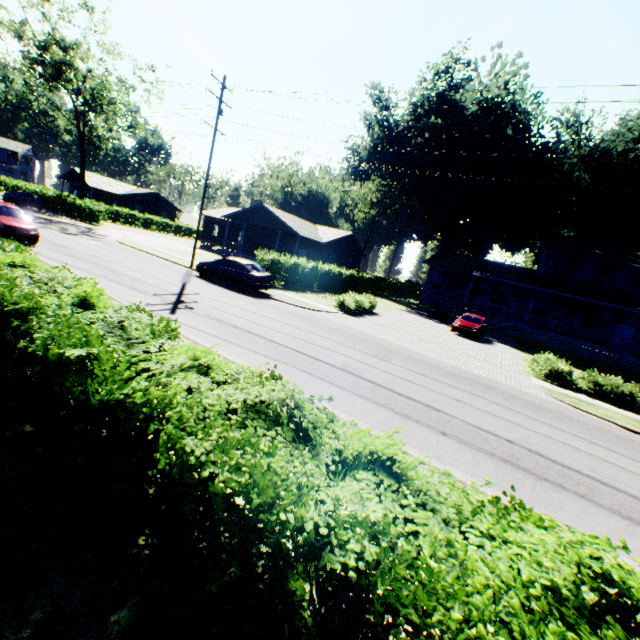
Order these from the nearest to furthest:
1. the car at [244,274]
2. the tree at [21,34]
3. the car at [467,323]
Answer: the car at [244,274] → the car at [467,323] → the tree at [21,34]

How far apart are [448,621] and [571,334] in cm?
3627

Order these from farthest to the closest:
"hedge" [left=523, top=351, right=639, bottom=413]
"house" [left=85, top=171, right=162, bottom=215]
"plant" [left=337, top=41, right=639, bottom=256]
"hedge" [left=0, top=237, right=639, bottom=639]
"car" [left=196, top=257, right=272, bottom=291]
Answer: "house" [left=85, top=171, right=162, bottom=215] < "plant" [left=337, top=41, right=639, bottom=256] < "car" [left=196, top=257, right=272, bottom=291] < "hedge" [left=523, top=351, right=639, bottom=413] < "hedge" [left=0, top=237, right=639, bottom=639]

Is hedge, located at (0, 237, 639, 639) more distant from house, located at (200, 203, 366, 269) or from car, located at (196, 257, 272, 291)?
house, located at (200, 203, 366, 269)

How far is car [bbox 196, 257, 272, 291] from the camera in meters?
18.1 m

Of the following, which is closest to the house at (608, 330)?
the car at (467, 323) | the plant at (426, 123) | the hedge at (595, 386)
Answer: the car at (467, 323)

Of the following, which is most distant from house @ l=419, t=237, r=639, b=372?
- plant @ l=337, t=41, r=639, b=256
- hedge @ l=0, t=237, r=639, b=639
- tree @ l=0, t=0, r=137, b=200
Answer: tree @ l=0, t=0, r=137, b=200

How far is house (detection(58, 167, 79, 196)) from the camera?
52.7m
